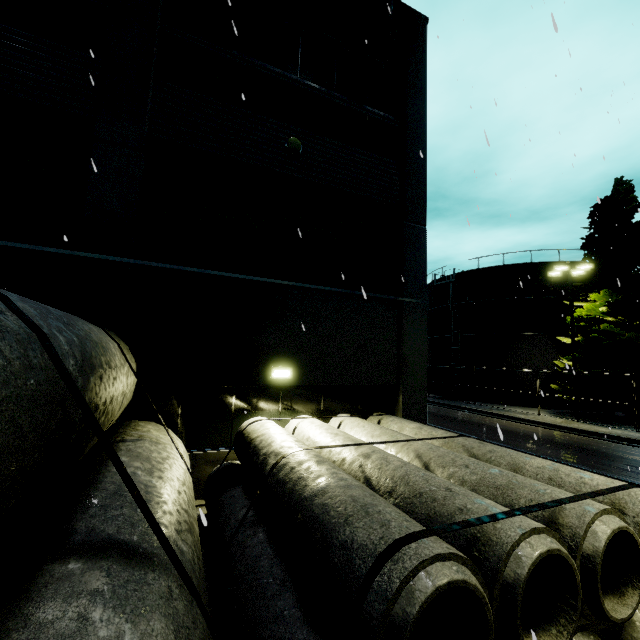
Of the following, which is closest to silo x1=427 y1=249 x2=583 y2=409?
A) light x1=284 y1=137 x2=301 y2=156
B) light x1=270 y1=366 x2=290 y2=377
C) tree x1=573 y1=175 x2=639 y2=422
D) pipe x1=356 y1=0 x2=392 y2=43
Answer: tree x1=573 y1=175 x2=639 y2=422

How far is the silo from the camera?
26.41m

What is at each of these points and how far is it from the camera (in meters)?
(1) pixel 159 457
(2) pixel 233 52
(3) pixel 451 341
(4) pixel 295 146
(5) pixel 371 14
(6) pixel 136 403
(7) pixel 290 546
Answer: (1) concrete pipe stack, 4.31
(2) building, 8.29
(3) silo, 31.14
(4) light, 8.48
(5) pipe, 9.45
(6) building, 6.81
(7) concrete pipe stack, 3.65

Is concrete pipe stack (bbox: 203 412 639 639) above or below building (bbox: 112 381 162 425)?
below

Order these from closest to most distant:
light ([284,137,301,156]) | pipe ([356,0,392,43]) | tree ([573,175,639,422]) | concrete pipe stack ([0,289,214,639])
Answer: concrete pipe stack ([0,289,214,639]) < light ([284,137,301,156]) < pipe ([356,0,392,43]) < tree ([573,175,639,422])

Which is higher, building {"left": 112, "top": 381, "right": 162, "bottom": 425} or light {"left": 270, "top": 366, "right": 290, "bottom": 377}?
light {"left": 270, "top": 366, "right": 290, "bottom": 377}

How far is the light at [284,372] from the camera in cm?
774

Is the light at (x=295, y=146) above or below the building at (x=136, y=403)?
above
